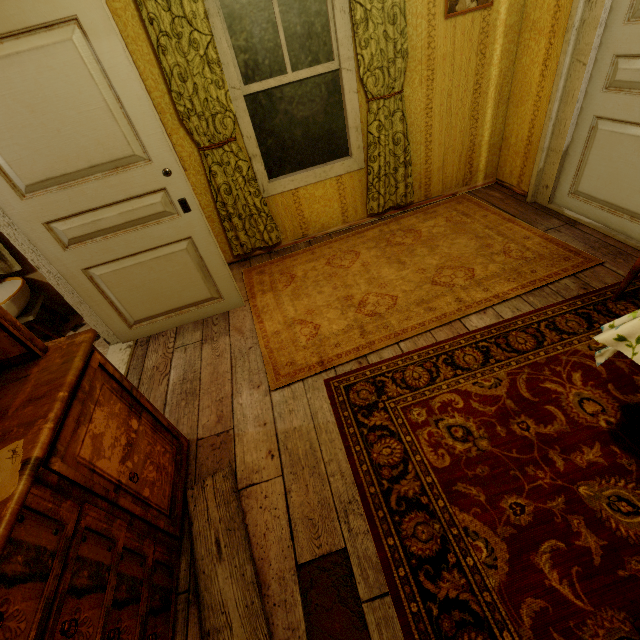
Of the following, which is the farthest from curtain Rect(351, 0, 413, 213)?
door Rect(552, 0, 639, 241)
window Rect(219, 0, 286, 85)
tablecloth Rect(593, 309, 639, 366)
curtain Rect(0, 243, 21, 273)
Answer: tablecloth Rect(593, 309, 639, 366)

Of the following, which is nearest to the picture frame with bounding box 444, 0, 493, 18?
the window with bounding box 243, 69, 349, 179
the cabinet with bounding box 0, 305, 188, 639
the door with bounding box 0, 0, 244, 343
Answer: the window with bounding box 243, 69, 349, 179

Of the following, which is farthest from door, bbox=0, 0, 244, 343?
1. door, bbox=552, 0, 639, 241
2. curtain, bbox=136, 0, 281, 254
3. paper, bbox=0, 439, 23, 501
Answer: door, bbox=552, 0, 639, 241

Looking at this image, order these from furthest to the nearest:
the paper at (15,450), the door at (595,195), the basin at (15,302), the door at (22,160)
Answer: the basin at (15,302), the door at (595,195), the door at (22,160), the paper at (15,450)

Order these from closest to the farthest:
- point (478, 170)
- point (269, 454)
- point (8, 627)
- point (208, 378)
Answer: → point (8, 627), point (269, 454), point (208, 378), point (478, 170)

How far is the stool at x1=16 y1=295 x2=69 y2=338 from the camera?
2.88m

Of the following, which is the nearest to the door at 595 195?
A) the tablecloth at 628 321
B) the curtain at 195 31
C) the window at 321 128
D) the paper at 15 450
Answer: the tablecloth at 628 321

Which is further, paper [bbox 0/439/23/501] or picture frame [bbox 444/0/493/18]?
picture frame [bbox 444/0/493/18]
